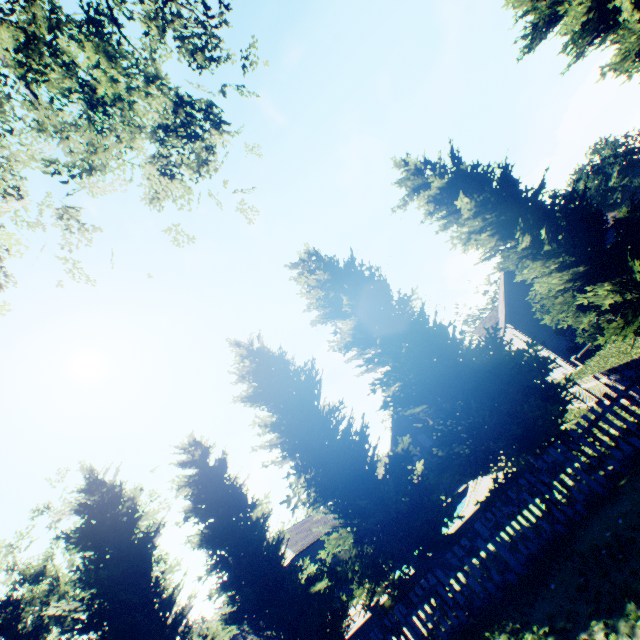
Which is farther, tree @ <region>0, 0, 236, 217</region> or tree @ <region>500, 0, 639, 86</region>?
tree @ <region>500, 0, 639, 86</region>

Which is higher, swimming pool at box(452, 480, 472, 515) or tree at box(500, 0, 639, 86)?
tree at box(500, 0, 639, 86)

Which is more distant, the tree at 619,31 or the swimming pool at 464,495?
the swimming pool at 464,495

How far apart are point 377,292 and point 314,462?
6.79m

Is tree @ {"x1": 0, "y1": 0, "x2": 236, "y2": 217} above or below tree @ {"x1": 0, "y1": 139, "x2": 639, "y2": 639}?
above

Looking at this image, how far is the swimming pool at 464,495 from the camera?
20.6m

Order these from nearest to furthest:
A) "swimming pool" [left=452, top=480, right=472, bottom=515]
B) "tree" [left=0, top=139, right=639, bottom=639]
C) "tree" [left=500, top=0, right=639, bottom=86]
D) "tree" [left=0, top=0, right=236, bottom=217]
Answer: "tree" [left=0, top=0, right=236, bottom=217] → "tree" [left=0, top=139, right=639, bottom=639] → "tree" [left=500, top=0, right=639, bottom=86] → "swimming pool" [left=452, top=480, right=472, bottom=515]

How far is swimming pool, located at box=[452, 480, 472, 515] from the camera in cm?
2056
